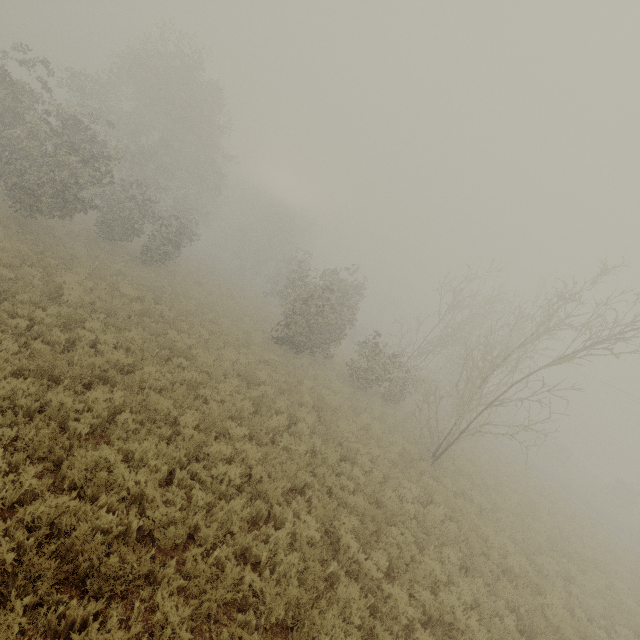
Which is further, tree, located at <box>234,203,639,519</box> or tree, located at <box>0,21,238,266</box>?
tree, located at <box>0,21,238,266</box>

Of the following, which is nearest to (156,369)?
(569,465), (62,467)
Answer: (62,467)

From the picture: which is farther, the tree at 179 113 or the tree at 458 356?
the tree at 179 113
